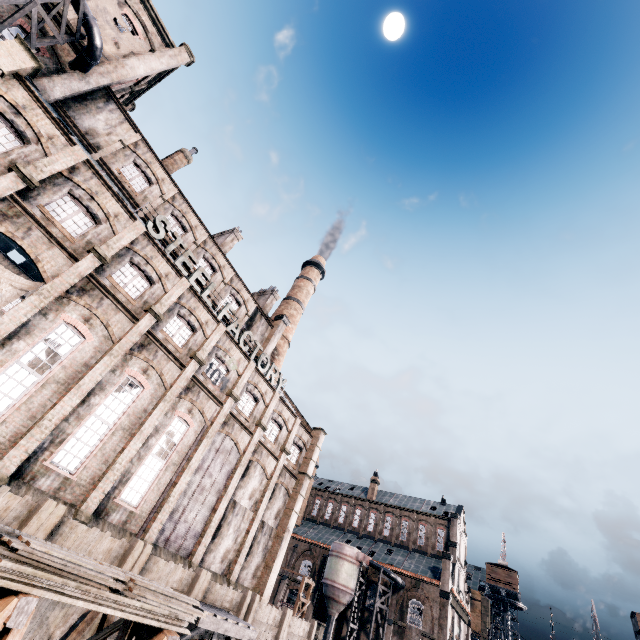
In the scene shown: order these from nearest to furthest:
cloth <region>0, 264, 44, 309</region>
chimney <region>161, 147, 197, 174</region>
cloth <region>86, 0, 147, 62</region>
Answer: cloth <region>0, 264, 44, 309</region> → cloth <region>86, 0, 147, 62</region> → chimney <region>161, 147, 197, 174</region>

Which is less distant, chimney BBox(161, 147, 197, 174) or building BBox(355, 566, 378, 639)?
chimney BBox(161, 147, 197, 174)

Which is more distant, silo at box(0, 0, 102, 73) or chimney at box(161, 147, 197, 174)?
chimney at box(161, 147, 197, 174)

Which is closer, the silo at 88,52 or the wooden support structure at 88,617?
the wooden support structure at 88,617

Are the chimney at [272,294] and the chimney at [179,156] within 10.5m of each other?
no

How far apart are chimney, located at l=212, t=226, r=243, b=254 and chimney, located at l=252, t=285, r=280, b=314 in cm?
755

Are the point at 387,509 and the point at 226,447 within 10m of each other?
no

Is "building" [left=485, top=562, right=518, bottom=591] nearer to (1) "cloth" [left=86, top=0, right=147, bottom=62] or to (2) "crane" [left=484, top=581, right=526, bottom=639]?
(2) "crane" [left=484, top=581, right=526, bottom=639]
